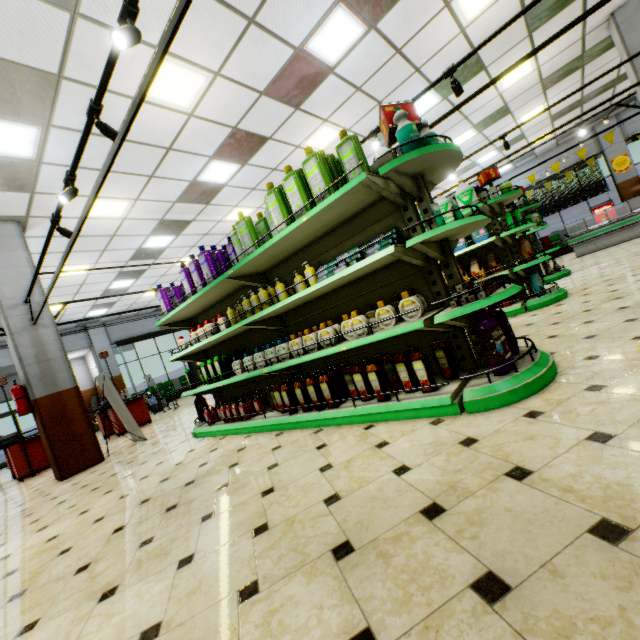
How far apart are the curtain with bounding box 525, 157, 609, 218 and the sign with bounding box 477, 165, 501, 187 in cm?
1339

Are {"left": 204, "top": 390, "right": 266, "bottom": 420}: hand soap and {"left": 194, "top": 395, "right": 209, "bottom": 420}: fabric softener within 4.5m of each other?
yes

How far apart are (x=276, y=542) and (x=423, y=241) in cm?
214

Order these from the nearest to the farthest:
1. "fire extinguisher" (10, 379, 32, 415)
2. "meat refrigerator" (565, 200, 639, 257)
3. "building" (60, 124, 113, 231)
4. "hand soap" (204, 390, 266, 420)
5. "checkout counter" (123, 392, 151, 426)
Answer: "hand soap" (204, 390, 266, 420) → "building" (60, 124, 113, 231) → "fire extinguisher" (10, 379, 32, 415) → "checkout counter" (123, 392, 151, 426) → "meat refrigerator" (565, 200, 639, 257)

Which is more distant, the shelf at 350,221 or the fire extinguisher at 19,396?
the fire extinguisher at 19,396

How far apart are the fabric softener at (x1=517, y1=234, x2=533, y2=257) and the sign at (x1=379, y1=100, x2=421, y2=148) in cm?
367

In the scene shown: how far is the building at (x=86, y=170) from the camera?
5.16m

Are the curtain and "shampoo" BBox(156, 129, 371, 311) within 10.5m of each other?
no
